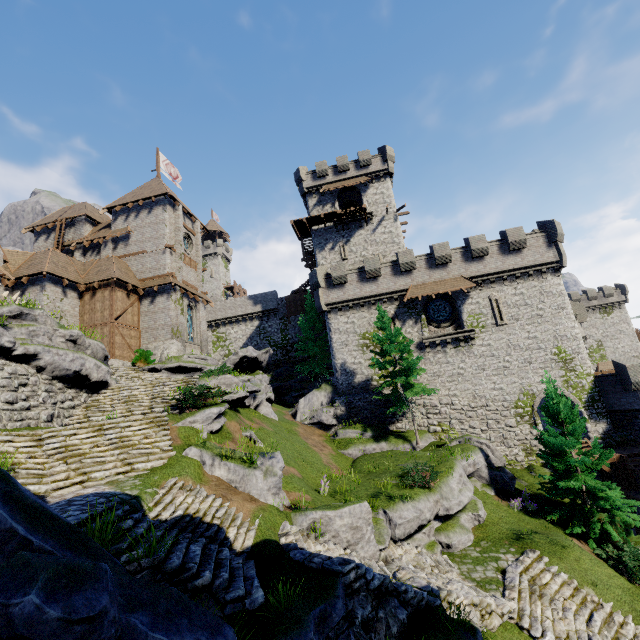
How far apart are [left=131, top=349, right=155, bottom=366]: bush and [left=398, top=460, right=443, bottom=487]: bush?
19.3m

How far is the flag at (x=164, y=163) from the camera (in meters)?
35.83

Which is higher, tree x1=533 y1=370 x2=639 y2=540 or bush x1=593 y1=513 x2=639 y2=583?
tree x1=533 y1=370 x2=639 y2=540

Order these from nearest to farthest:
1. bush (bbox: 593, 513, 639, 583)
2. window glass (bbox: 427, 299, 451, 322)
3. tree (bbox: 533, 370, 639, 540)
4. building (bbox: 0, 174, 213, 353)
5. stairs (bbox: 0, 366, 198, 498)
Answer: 1. stairs (bbox: 0, 366, 198, 498)
2. bush (bbox: 593, 513, 639, 583)
3. tree (bbox: 533, 370, 639, 540)
4. building (bbox: 0, 174, 213, 353)
5. window glass (bbox: 427, 299, 451, 322)

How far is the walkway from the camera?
34.8 meters

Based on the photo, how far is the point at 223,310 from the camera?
44.8 meters

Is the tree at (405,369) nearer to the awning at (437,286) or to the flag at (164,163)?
the awning at (437,286)

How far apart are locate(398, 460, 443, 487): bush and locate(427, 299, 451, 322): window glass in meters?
14.0 m
